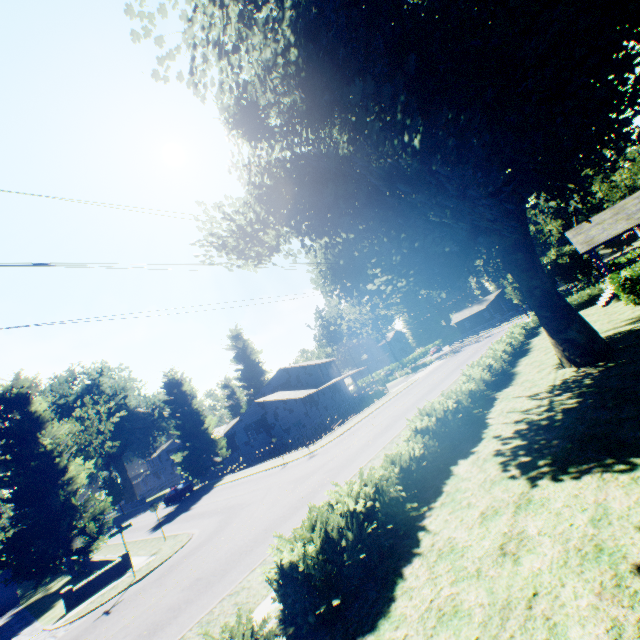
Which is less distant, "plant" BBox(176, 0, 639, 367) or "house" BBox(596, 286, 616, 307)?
"plant" BBox(176, 0, 639, 367)

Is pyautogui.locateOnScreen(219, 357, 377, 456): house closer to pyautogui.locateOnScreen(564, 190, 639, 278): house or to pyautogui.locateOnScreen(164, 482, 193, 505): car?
pyautogui.locateOnScreen(164, 482, 193, 505): car

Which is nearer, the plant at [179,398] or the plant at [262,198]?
the plant at [262,198]

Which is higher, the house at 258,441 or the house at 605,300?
the house at 258,441

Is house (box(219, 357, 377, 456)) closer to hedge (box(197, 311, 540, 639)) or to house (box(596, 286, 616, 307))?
Result: hedge (box(197, 311, 540, 639))

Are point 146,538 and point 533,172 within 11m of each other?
no

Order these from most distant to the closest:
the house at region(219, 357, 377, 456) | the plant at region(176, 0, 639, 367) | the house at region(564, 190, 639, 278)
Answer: the house at region(219, 357, 377, 456) → the house at region(564, 190, 639, 278) → the plant at region(176, 0, 639, 367)

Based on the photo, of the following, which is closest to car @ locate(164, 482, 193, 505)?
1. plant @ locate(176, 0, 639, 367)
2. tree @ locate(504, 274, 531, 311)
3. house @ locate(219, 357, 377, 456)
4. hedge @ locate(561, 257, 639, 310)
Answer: plant @ locate(176, 0, 639, 367)
